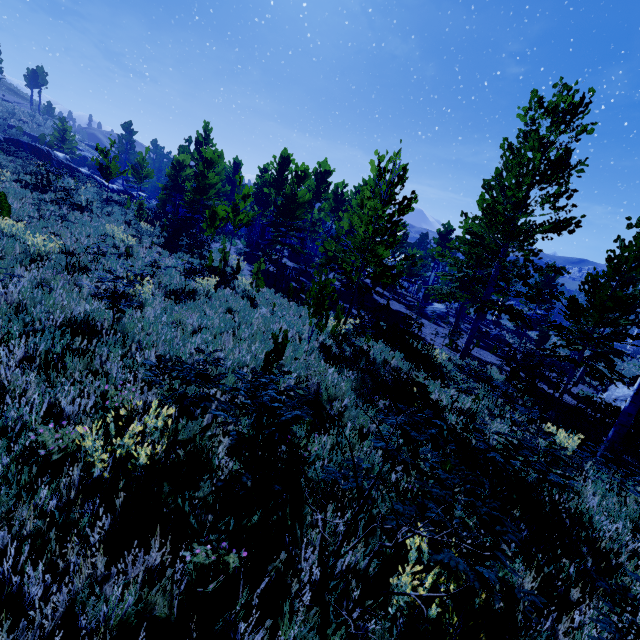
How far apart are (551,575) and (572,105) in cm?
1422

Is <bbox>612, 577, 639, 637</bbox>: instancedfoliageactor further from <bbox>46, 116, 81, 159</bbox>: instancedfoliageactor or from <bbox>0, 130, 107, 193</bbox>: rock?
<bbox>0, 130, 107, 193</bbox>: rock

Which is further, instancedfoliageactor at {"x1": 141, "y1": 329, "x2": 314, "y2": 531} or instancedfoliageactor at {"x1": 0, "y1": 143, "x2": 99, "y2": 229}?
instancedfoliageactor at {"x1": 0, "y1": 143, "x2": 99, "y2": 229}

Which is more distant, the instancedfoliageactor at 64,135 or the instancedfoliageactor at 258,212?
the instancedfoliageactor at 64,135

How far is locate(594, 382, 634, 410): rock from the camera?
18.5m

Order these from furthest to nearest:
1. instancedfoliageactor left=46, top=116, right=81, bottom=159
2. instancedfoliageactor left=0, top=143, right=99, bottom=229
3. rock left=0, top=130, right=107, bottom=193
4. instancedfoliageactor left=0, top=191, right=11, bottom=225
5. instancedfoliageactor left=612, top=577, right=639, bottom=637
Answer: instancedfoliageactor left=46, top=116, right=81, bottom=159, rock left=0, top=130, right=107, bottom=193, instancedfoliageactor left=0, top=143, right=99, bottom=229, instancedfoliageactor left=0, top=191, right=11, bottom=225, instancedfoliageactor left=612, top=577, right=639, bottom=637

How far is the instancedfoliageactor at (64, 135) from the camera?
37.7 meters

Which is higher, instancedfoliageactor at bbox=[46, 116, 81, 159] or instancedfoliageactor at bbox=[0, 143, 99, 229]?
instancedfoliageactor at bbox=[46, 116, 81, 159]
